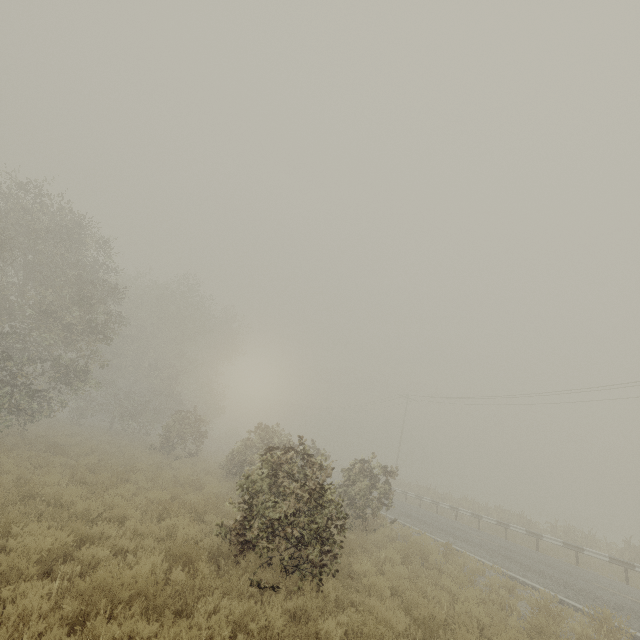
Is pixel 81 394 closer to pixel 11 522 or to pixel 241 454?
pixel 241 454
